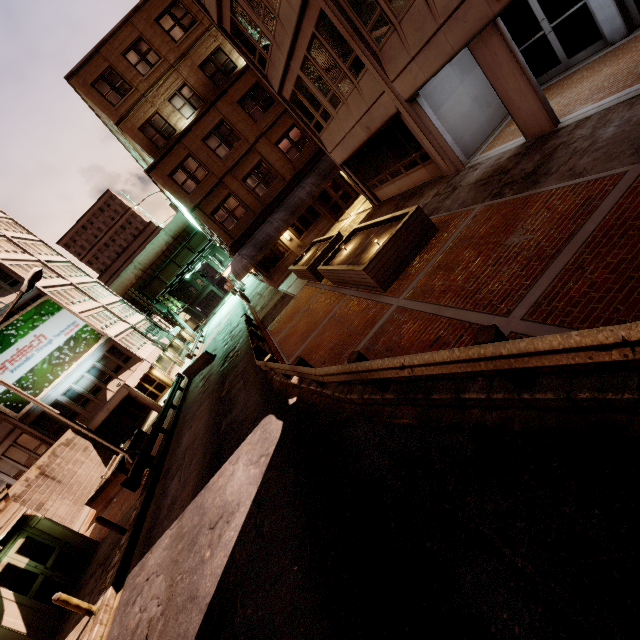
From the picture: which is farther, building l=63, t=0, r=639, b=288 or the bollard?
the bollard

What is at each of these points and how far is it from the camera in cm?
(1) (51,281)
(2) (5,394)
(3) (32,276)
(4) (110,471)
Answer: (1) building, 3272
(2) sign, 2462
(3) street light, 1404
(4) planter, 2039

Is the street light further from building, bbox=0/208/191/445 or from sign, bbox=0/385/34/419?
sign, bbox=0/385/34/419

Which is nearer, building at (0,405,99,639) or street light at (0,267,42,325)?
building at (0,405,99,639)

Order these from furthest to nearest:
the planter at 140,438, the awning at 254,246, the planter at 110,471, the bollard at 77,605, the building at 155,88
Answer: the awning at 254,246 < the planter at 140,438 < the planter at 110,471 < the bollard at 77,605 < the building at 155,88

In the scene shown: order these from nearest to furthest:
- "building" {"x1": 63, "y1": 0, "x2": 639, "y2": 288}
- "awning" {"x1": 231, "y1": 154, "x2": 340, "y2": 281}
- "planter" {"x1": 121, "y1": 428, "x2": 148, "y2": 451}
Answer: "building" {"x1": 63, "y1": 0, "x2": 639, "y2": 288} → "planter" {"x1": 121, "y1": 428, "x2": 148, "y2": 451} → "awning" {"x1": 231, "y1": 154, "x2": 340, "y2": 281}

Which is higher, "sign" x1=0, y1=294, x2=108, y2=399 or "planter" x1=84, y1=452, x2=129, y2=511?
"sign" x1=0, y1=294, x2=108, y2=399

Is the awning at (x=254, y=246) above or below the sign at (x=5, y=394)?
below
